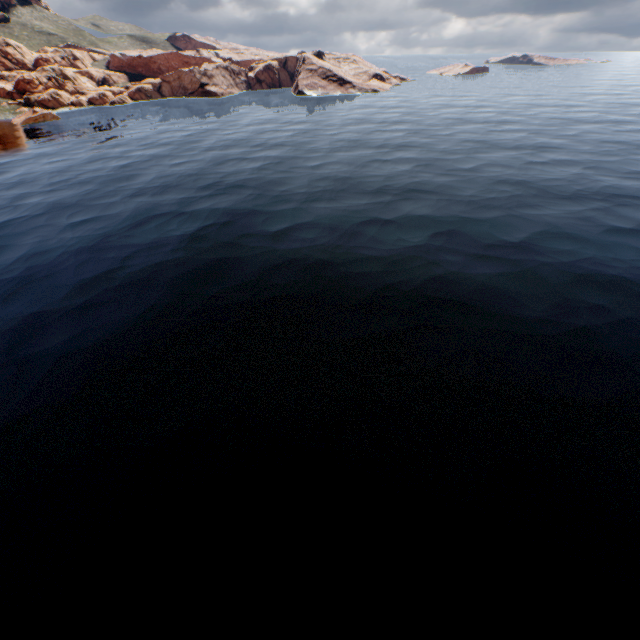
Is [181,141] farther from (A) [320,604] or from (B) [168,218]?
(A) [320,604]
